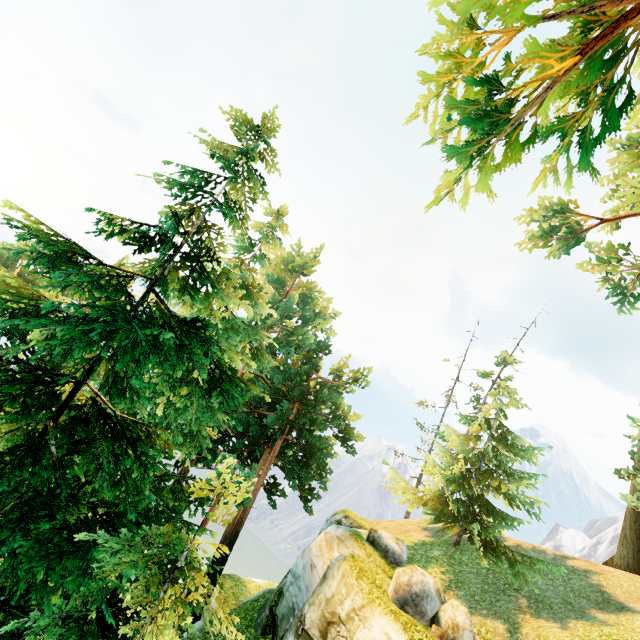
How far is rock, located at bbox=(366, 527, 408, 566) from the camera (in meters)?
15.08

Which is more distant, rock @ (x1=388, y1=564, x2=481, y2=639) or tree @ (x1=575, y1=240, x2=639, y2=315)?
tree @ (x1=575, y1=240, x2=639, y2=315)

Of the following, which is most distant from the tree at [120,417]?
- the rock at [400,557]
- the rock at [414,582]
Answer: the rock at [414,582]

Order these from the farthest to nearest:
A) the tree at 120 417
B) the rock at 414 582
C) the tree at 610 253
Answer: the tree at 610 253
the rock at 414 582
the tree at 120 417

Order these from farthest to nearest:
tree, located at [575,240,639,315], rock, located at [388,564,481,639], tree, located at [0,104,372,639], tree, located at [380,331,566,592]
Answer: tree, located at [575,240,639,315]
tree, located at [380,331,566,592]
rock, located at [388,564,481,639]
tree, located at [0,104,372,639]

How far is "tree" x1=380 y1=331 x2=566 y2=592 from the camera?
14.59m

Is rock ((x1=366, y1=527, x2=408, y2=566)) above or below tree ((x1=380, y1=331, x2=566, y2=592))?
below

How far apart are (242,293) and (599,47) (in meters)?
6.55
